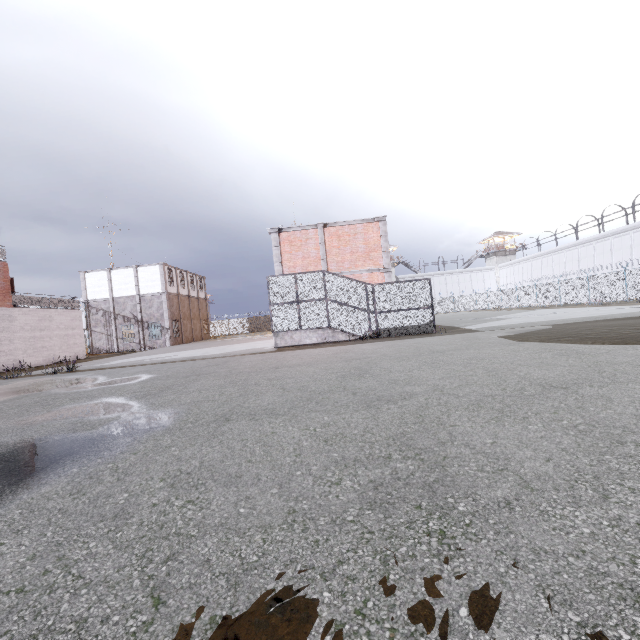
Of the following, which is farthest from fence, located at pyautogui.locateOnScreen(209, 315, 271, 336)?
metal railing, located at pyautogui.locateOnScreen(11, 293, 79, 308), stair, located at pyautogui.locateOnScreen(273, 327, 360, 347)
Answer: stair, located at pyautogui.locateOnScreen(273, 327, 360, 347)

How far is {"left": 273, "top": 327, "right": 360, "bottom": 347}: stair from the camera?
16.88m

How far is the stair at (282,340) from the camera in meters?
16.9 m

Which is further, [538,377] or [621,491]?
[538,377]

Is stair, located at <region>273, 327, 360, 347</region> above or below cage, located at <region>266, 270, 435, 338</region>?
below

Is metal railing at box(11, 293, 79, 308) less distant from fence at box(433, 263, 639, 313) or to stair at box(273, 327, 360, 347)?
fence at box(433, 263, 639, 313)

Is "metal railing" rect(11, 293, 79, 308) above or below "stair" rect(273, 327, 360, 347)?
above

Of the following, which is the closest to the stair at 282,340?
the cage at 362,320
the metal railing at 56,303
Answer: the cage at 362,320
